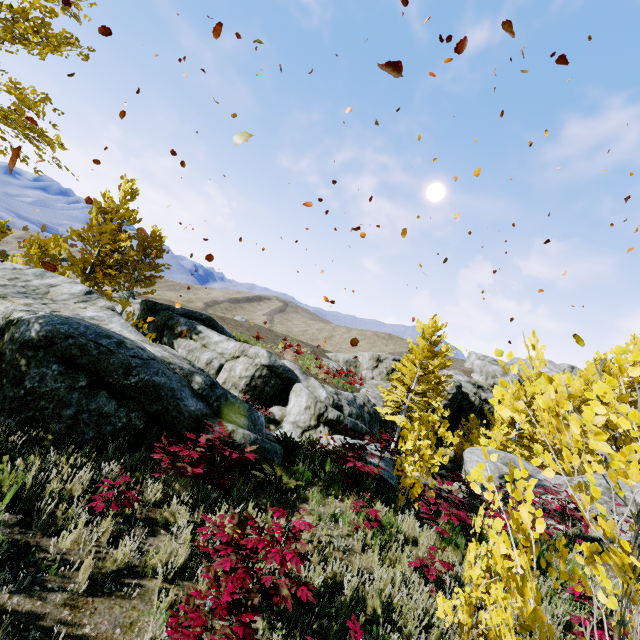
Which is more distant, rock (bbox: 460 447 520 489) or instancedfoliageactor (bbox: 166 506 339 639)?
rock (bbox: 460 447 520 489)

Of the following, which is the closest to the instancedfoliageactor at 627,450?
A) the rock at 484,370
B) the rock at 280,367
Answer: the rock at 280,367

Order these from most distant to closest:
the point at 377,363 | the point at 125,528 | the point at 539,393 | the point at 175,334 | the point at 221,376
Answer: the point at 377,363, the point at 175,334, the point at 221,376, the point at 125,528, the point at 539,393

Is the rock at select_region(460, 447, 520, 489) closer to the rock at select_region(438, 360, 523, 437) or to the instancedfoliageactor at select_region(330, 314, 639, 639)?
the instancedfoliageactor at select_region(330, 314, 639, 639)

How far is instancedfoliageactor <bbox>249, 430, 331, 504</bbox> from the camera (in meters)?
6.03

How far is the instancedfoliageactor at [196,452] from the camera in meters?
4.8 m

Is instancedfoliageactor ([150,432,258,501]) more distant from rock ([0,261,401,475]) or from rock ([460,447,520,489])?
rock ([460,447,520,489])
